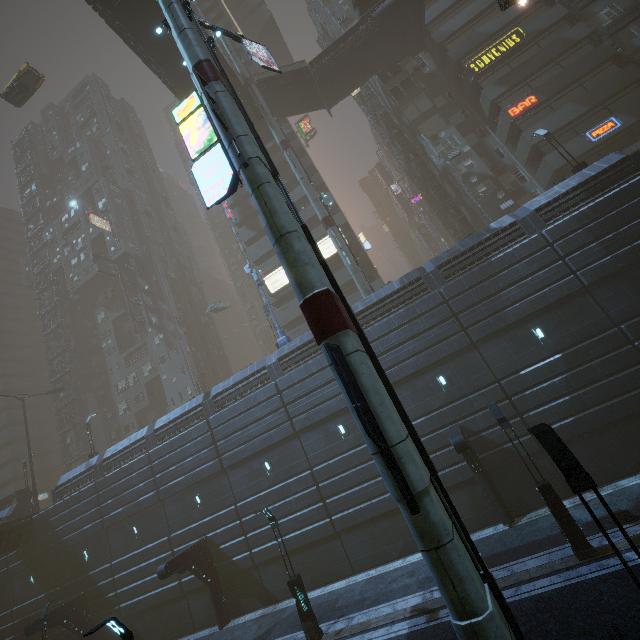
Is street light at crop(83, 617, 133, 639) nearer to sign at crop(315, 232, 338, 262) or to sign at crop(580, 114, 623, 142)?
sign at crop(315, 232, 338, 262)

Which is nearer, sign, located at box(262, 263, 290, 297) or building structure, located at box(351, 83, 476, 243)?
building structure, located at box(351, 83, 476, 243)

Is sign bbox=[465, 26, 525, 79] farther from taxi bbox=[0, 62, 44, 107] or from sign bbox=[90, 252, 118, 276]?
sign bbox=[90, 252, 118, 276]

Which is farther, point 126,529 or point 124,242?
point 124,242

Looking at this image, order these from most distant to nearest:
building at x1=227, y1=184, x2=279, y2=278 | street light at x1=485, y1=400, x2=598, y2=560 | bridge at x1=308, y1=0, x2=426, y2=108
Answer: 1. building at x1=227, y1=184, x2=279, y2=278
2. bridge at x1=308, y1=0, x2=426, y2=108
3. street light at x1=485, y1=400, x2=598, y2=560

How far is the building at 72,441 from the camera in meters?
45.2

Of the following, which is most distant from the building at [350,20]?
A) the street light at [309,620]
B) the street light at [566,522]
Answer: the street light at [309,620]

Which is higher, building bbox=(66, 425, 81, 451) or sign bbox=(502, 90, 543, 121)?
sign bbox=(502, 90, 543, 121)
